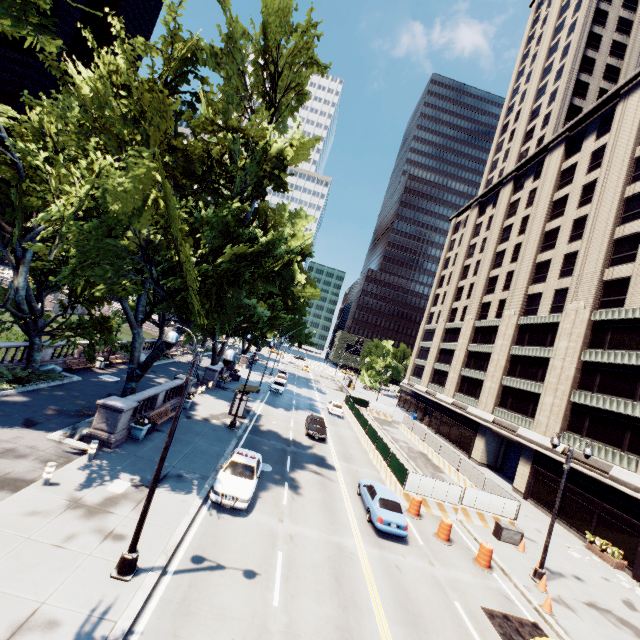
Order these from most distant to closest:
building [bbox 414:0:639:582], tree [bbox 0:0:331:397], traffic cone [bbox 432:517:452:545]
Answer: building [bbox 414:0:639:582], traffic cone [bbox 432:517:452:545], tree [bbox 0:0:331:397]

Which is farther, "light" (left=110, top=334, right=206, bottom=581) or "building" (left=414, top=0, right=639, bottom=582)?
"building" (left=414, top=0, right=639, bottom=582)

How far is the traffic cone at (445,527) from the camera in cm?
1769

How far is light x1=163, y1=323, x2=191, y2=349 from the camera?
9.8 meters

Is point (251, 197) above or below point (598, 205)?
below

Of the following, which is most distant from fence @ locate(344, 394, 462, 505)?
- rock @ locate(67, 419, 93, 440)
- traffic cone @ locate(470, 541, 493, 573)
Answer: rock @ locate(67, 419, 93, 440)

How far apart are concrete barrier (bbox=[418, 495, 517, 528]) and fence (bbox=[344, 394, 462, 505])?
0.0m

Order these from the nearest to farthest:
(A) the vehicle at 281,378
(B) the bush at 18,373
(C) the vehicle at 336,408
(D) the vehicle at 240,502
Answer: (D) the vehicle at 240,502
(B) the bush at 18,373
(C) the vehicle at 336,408
(A) the vehicle at 281,378
